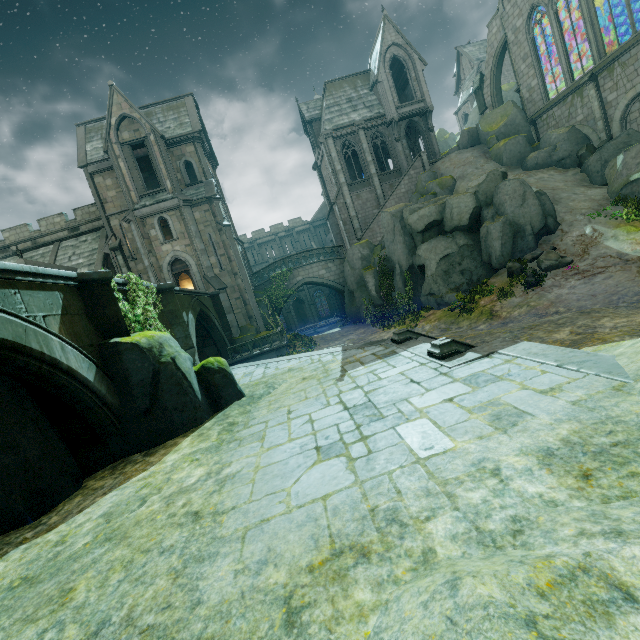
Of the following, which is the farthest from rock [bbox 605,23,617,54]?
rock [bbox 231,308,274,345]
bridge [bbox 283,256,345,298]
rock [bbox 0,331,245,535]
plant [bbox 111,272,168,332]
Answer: plant [bbox 111,272,168,332]

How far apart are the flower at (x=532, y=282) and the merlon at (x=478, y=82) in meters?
24.0

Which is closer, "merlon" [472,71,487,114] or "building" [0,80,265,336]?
"building" [0,80,265,336]

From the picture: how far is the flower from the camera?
15.5m

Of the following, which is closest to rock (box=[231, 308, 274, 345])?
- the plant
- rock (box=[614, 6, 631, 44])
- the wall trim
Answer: the wall trim

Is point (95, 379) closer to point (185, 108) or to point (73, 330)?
point (73, 330)

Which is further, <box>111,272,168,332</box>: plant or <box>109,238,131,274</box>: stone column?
<box>109,238,131,274</box>: stone column

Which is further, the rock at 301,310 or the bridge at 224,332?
the rock at 301,310
